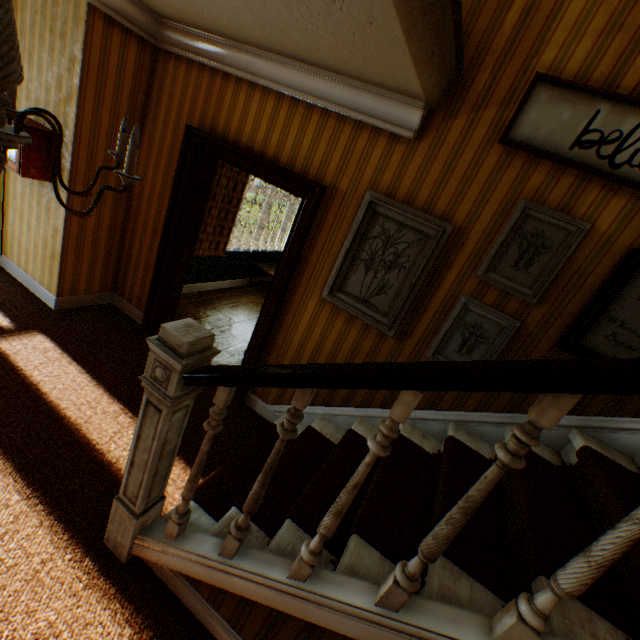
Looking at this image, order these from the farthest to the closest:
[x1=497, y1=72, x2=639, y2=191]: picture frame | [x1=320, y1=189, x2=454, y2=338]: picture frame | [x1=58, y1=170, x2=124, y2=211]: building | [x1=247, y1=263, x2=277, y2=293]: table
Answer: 1. [x1=247, y1=263, x2=277, y2=293]: table
2. [x1=58, y1=170, x2=124, y2=211]: building
3. [x1=320, y1=189, x2=454, y2=338]: picture frame
4. [x1=497, y1=72, x2=639, y2=191]: picture frame

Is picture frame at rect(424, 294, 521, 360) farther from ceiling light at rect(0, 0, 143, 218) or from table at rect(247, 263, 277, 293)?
table at rect(247, 263, 277, 293)

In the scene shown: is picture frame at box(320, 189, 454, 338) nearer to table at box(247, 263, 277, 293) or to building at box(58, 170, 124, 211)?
building at box(58, 170, 124, 211)

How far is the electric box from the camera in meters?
3.0

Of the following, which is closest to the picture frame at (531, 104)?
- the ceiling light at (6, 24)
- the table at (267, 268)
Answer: the ceiling light at (6, 24)

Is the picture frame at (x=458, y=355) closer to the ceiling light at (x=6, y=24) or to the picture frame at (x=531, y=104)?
the picture frame at (x=531, y=104)

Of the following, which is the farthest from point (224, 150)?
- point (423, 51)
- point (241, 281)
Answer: point (241, 281)

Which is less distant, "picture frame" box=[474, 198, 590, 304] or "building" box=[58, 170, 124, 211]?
"picture frame" box=[474, 198, 590, 304]
